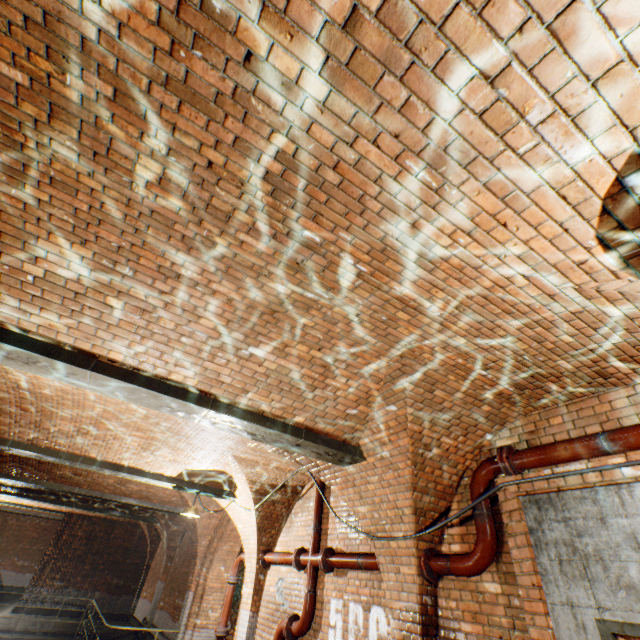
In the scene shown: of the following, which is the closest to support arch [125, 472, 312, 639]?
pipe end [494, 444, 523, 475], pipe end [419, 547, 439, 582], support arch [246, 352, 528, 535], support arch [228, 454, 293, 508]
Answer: support arch [228, 454, 293, 508]

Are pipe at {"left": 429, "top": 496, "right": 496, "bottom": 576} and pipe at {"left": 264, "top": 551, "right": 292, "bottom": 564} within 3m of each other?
no

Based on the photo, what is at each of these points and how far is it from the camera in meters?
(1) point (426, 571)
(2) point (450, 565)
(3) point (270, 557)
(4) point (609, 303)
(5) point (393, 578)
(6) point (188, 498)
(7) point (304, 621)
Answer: (1) pipe end, 4.0
(2) pipe, 3.8
(3) pipe, 7.2
(4) support arch, 2.3
(5) support arch, 4.3
(6) support arch, 10.5
(7) pipe, 5.5

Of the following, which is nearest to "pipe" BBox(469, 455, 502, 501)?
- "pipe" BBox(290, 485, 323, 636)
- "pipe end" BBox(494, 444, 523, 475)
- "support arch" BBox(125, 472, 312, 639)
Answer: "pipe end" BBox(494, 444, 523, 475)

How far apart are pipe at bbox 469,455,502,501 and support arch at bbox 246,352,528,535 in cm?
10

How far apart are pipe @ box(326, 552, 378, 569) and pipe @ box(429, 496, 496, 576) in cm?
92

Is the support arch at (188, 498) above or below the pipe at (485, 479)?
above

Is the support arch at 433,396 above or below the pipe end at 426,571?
above
